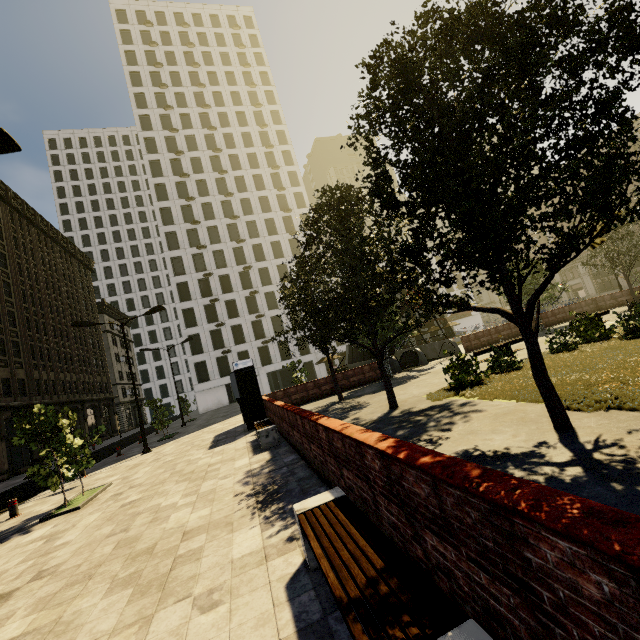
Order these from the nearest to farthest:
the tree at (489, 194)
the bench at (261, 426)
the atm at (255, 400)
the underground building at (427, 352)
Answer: the tree at (489, 194)
the bench at (261, 426)
the atm at (255, 400)
the underground building at (427, 352)

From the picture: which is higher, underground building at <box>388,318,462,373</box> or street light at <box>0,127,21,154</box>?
street light at <box>0,127,21,154</box>

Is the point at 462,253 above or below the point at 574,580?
above

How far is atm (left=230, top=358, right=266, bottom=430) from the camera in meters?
15.4

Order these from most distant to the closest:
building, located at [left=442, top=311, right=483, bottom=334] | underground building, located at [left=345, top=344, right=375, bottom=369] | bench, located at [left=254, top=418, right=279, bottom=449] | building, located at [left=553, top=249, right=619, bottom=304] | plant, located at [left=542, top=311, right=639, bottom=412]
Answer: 1. building, located at [left=442, top=311, right=483, bottom=334]
2. building, located at [left=553, top=249, right=619, bottom=304]
3. underground building, located at [left=345, top=344, right=375, bottom=369]
4. bench, located at [left=254, top=418, right=279, bottom=449]
5. plant, located at [left=542, top=311, right=639, bottom=412]

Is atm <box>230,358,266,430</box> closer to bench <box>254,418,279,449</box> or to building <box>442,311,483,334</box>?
bench <box>254,418,279,449</box>

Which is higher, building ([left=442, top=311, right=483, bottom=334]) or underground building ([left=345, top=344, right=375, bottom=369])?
building ([left=442, top=311, right=483, bottom=334])

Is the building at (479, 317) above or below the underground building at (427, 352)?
above
